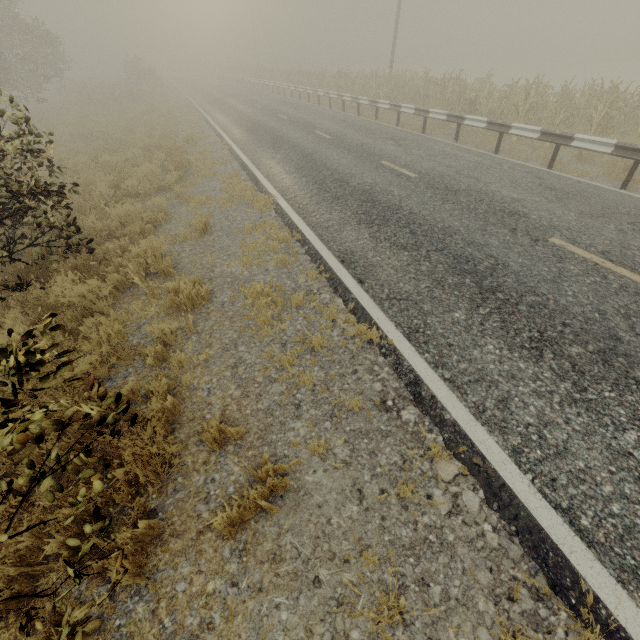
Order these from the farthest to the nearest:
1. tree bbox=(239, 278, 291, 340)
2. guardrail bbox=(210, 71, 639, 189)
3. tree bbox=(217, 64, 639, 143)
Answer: tree bbox=(217, 64, 639, 143), guardrail bbox=(210, 71, 639, 189), tree bbox=(239, 278, 291, 340)

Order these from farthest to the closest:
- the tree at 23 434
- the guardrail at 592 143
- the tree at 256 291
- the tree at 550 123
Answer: the tree at 550 123 < the guardrail at 592 143 < the tree at 256 291 < the tree at 23 434

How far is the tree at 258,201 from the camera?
7.9m

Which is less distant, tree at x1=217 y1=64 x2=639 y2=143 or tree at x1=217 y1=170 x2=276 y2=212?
tree at x1=217 y1=170 x2=276 y2=212

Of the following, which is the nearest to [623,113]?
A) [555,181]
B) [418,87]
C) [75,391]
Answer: [555,181]

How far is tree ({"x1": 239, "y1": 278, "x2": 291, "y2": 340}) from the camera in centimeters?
448cm

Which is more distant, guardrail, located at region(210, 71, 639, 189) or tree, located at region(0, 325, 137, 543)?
guardrail, located at region(210, 71, 639, 189)

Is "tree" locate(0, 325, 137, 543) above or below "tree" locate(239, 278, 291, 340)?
above
